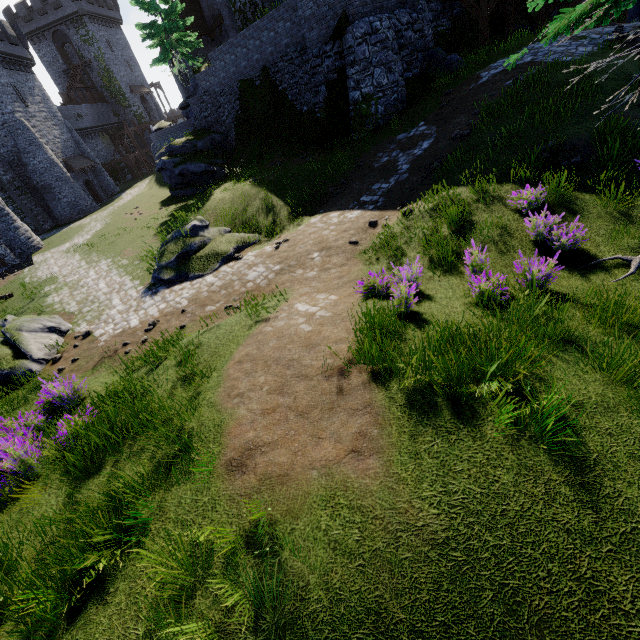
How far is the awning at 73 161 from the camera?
33.7m

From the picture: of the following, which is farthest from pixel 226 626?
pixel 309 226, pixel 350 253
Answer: pixel 309 226

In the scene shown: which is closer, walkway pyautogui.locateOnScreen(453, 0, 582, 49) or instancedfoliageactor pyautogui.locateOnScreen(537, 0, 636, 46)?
instancedfoliageactor pyautogui.locateOnScreen(537, 0, 636, 46)

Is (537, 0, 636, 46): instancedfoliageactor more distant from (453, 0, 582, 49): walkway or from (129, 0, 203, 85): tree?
(129, 0, 203, 85): tree

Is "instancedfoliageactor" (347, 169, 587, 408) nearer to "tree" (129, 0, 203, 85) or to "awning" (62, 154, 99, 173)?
"tree" (129, 0, 203, 85)

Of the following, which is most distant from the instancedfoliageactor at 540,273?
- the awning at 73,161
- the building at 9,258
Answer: the awning at 73,161

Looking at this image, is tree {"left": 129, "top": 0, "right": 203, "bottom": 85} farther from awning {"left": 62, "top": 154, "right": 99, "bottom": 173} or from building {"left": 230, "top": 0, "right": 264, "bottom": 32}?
awning {"left": 62, "top": 154, "right": 99, "bottom": 173}

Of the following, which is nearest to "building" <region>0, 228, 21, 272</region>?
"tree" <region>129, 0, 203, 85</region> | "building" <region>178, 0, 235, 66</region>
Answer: "building" <region>178, 0, 235, 66</region>
